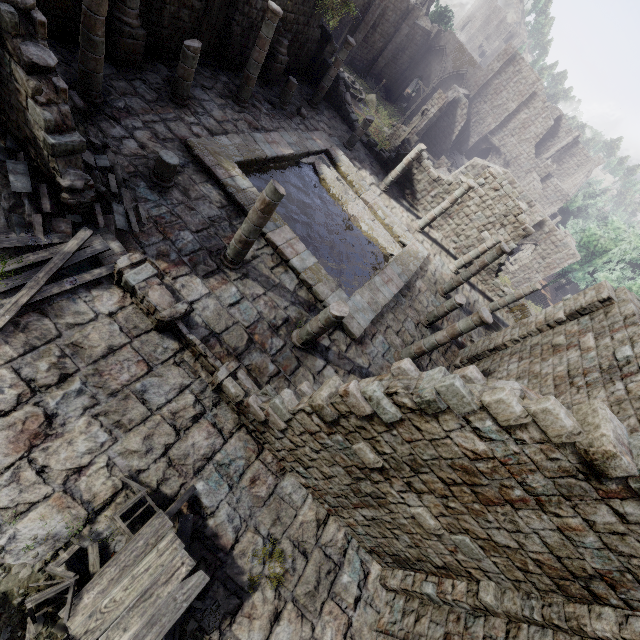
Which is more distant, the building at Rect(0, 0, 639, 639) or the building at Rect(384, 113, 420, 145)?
the building at Rect(384, 113, 420, 145)

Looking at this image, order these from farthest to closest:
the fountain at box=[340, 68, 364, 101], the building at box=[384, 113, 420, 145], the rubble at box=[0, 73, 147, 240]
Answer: the fountain at box=[340, 68, 364, 101], the building at box=[384, 113, 420, 145], the rubble at box=[0, 73, 147, 240]

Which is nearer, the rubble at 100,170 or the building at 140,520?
the building at 140,520

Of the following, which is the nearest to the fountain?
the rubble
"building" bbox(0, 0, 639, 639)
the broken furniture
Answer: "building" bbox(0, 0, 639, 639)

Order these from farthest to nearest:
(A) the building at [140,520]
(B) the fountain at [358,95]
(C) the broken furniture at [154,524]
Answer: (B) the fountain at [358,95] → (A) the building at [140,520] → (C) the broken furniture at [154,524]

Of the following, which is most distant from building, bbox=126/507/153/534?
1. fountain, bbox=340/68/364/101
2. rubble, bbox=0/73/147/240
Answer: fountain, bbox=340/68/364/101

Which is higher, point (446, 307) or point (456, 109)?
point (456, 109)

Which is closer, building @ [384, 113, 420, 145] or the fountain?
building @ [384, 113, 420, 145]
